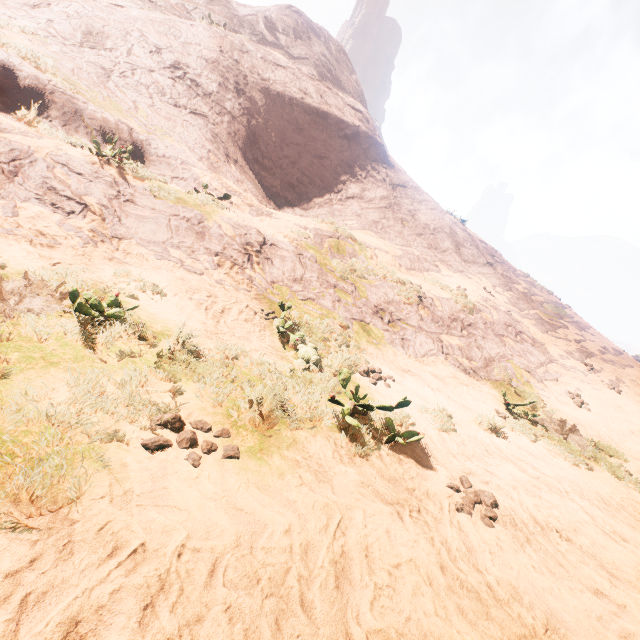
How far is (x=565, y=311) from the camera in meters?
15.7
